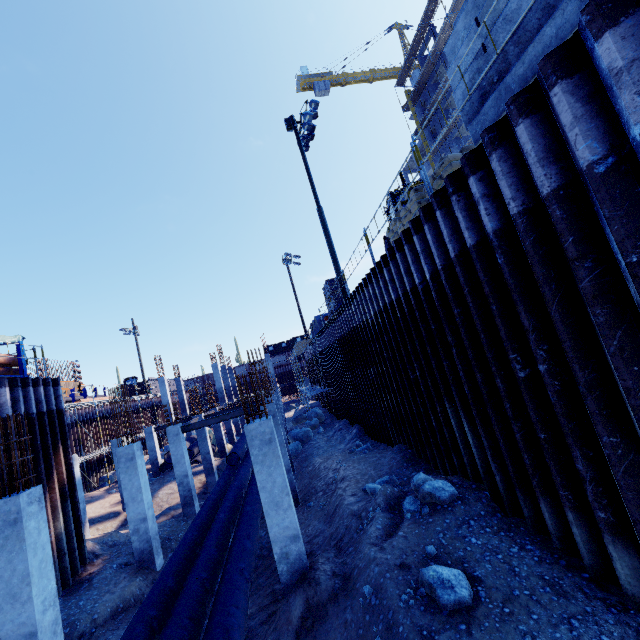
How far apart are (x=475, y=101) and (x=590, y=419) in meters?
5.0 m

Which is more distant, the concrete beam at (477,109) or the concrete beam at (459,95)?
the concrete beam at (459,95)

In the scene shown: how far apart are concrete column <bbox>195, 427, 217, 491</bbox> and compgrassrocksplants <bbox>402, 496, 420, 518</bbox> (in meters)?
16.78

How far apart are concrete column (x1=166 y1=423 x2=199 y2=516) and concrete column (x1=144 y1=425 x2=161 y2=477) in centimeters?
1036cm

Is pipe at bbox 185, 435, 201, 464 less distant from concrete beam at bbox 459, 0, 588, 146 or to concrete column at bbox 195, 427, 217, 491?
concrete column at bbox 195, 427, 217, 491

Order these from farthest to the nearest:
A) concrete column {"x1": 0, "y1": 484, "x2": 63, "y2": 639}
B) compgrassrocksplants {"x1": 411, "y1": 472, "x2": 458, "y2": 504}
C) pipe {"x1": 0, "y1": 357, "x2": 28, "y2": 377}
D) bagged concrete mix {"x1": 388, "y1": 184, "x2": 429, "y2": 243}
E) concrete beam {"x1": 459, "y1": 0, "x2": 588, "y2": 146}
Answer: pipe {"x1": 0, "y1": 357, "x2": 28, "y2": 377} < bagged concrete mix {"x1": 388, "y1": 184, "x2": 429, "y2": 243} < compgrassrocksplants {"x1": 411, "y1": 472, "x2": 458, "y2": 504} < concrete column {"x1": 0, "y1": 484, "x2": 63, "y2": 639} < concrete beam {"x1": 459, "y1": 0, "x2": 588, "y2": 146}

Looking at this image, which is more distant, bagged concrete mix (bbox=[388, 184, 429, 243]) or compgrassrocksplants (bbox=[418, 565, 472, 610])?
bagged concrete mix (bbox=[388, 184, 429, 243])

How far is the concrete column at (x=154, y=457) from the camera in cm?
2441
